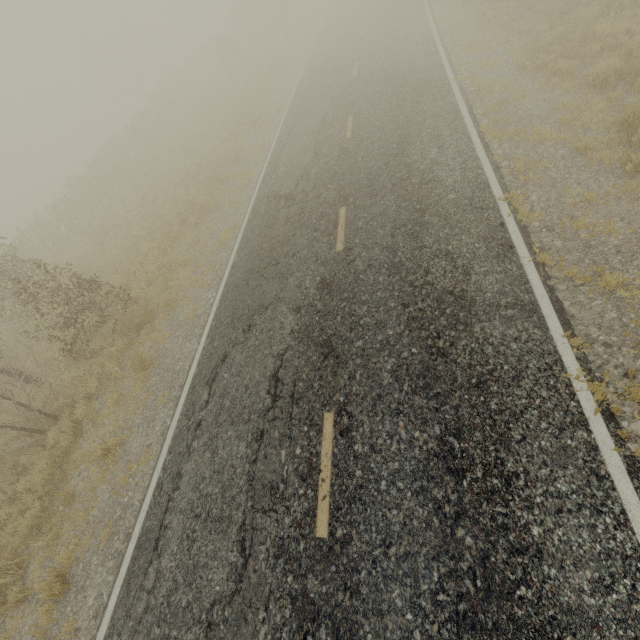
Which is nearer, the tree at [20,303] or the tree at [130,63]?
the tree at [20,303]

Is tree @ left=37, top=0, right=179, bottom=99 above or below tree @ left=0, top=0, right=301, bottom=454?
above

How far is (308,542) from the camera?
4.4m

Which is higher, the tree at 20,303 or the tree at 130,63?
the tree at 130,63

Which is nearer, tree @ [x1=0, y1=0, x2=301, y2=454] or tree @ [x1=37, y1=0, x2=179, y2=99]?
tree @ [x1=0, y1=0, x2=301, y2=454]
